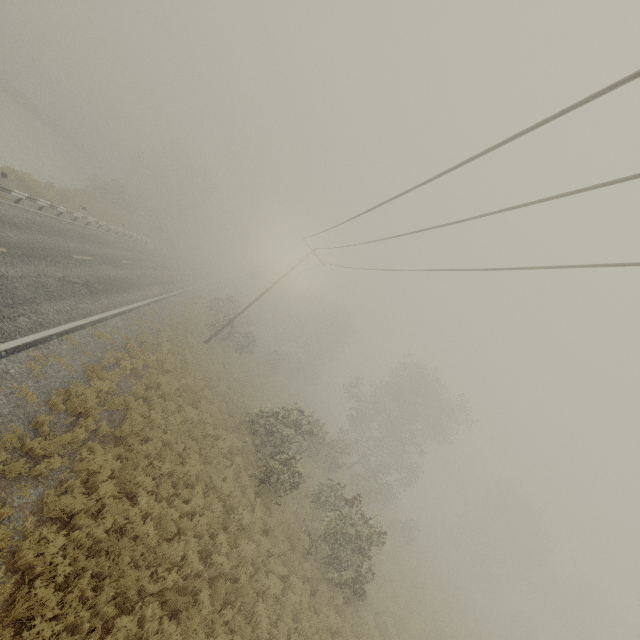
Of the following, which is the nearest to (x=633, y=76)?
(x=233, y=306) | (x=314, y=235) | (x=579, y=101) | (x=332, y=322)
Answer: (x=579, y=101)
